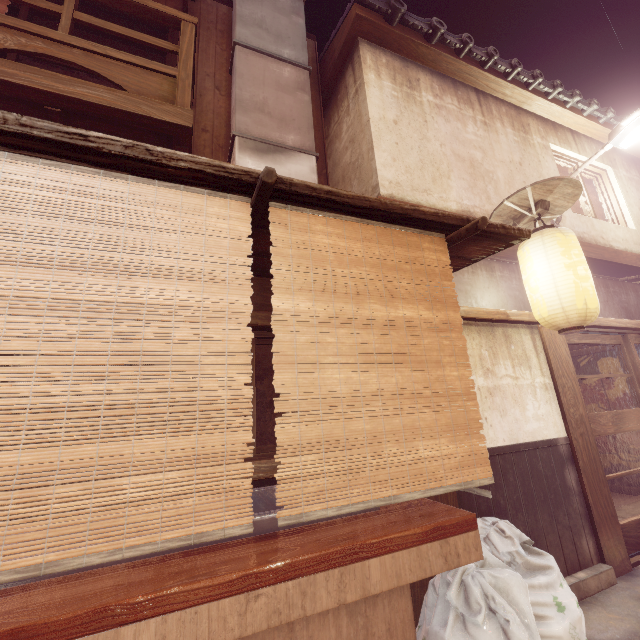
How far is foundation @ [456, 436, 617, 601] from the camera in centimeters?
583cm

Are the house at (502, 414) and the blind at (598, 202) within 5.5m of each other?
no

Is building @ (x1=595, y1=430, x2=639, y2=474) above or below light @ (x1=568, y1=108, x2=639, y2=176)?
below

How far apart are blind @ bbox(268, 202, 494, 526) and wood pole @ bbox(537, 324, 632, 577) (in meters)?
4.64

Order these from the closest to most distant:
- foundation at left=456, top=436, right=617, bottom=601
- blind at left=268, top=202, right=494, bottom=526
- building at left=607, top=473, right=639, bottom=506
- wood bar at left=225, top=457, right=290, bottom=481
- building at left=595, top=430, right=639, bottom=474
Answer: blind at left=268, top=202, right=494, bottom=526 < wood bar at left=225, top=457, right=290, bottom=481 < foundation at left=456, top=436, right=617, bottom=601 < building at left=607, top=473, right=639, bottom=506 < building at left=595, top=430, right=639, bottom=474

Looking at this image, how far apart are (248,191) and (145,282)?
1.3m

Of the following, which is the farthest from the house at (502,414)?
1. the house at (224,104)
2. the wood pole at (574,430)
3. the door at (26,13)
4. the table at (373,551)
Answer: the door at (26,13)

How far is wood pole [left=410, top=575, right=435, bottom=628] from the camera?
4.66m
